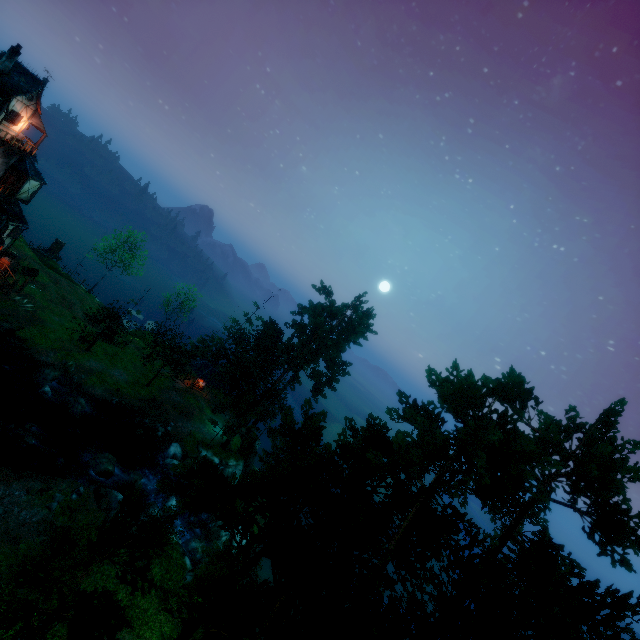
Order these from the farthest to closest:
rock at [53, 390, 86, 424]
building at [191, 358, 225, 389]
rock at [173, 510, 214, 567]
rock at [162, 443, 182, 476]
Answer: building at [191, 358, 225, 389], rock at [162, 443, 182, 476], rock at [53, 390, 86, 424], rock at [173, 510, 214, 567]

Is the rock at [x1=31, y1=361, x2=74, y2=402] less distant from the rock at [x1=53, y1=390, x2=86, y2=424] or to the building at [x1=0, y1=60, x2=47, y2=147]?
the rock at [x1=53, y1=390, x2=86, y2=424]

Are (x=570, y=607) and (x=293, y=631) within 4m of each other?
no

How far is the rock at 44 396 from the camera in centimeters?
2956cm

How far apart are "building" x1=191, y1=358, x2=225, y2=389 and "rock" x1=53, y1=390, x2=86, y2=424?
13.6m

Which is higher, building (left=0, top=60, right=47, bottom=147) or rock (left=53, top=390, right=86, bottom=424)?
building (left=0, top=60, right=47, bottom=147)

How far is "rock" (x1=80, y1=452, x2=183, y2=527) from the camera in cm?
2510

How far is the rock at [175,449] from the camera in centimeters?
3275cm
